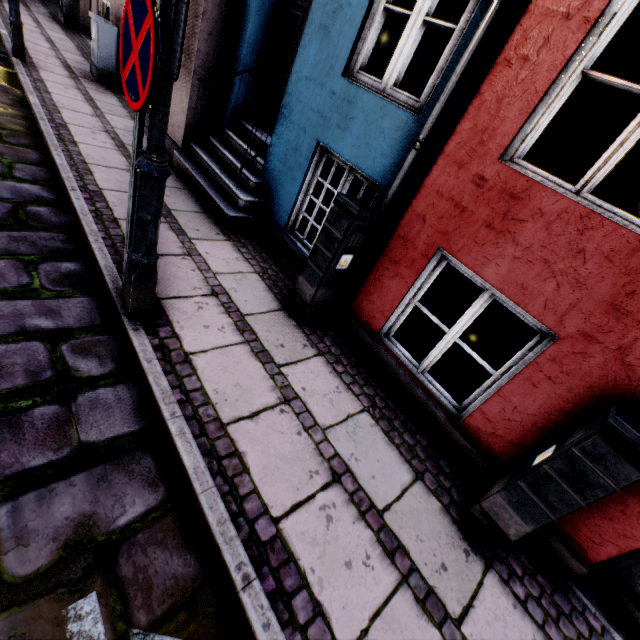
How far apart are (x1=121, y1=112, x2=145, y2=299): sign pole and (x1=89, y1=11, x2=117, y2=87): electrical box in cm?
699

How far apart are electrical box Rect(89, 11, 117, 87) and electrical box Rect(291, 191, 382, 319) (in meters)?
7.18

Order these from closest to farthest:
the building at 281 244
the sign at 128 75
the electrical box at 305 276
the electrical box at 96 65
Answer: the sign at 128 75 < the building at 281 244 < the electrical box at 305 276 < the electrical box at 96 65

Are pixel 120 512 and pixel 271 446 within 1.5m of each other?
yes

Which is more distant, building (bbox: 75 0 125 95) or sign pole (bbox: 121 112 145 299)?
building (bbox: 75 0 125 95)

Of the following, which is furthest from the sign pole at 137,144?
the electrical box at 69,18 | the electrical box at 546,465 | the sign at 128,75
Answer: the electrical box at 69,18

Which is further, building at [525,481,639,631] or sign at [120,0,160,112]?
building at [525,481,639,631]

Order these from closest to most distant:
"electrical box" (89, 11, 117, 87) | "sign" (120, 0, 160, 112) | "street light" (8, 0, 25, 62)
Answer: "sign" (120, 0, 160, 112) → "street light" (8, 0, 25, 62) → "electrical box" (89, 11, 117, 87)
